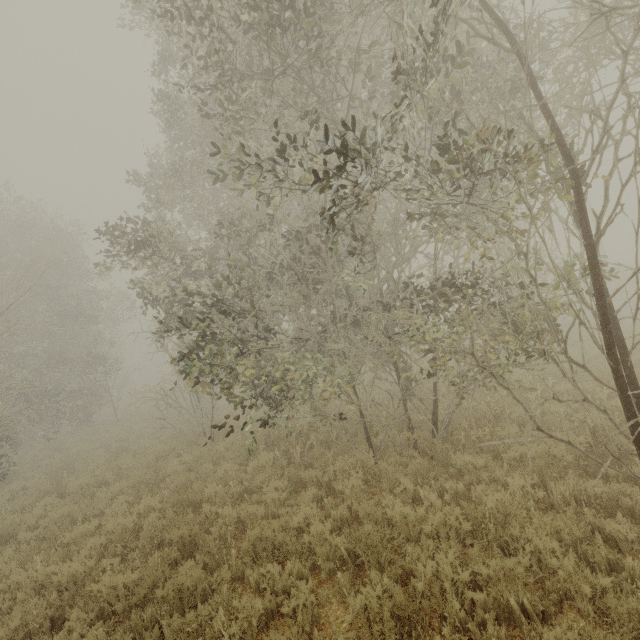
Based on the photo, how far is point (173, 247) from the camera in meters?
11.0
